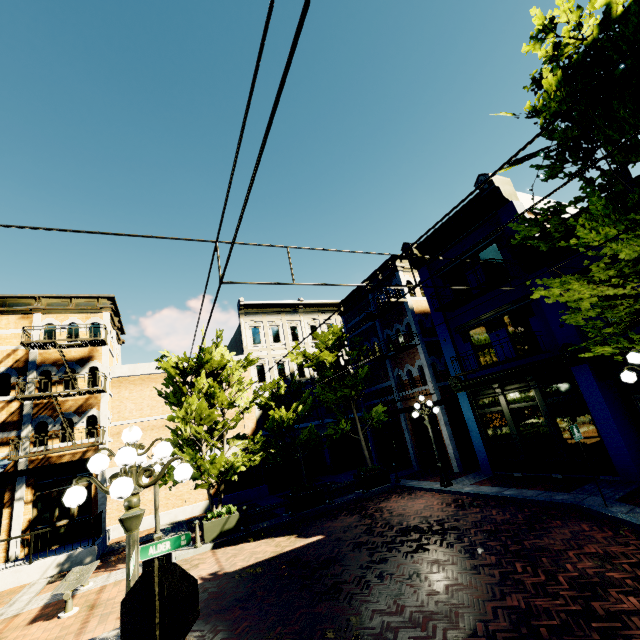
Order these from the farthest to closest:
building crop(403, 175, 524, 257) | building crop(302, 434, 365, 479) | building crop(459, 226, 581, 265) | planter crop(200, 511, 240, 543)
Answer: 1. building crop(302, 434, 365, 479)
2. building crop(403, 175, 524, 257)
3. planter crop(200, 511, 240, 543)
4. building crop(459, 226, 581, 265)

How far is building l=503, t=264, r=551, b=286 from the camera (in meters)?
11.58

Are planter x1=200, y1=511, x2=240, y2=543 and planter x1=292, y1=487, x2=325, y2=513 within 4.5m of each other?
yes

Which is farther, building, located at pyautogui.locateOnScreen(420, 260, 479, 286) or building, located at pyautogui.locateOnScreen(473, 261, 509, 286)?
building, located at pyautogui.locateOnScreen(420, 260, 479, 286)

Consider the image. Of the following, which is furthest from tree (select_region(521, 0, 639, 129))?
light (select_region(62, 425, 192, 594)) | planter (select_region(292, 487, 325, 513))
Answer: light (select_region(62, 425, 192, 594))

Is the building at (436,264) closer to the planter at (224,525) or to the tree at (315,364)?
the tree at (315,364)

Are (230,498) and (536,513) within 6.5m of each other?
no

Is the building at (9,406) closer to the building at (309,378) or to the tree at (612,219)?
the tree at (612,219)
